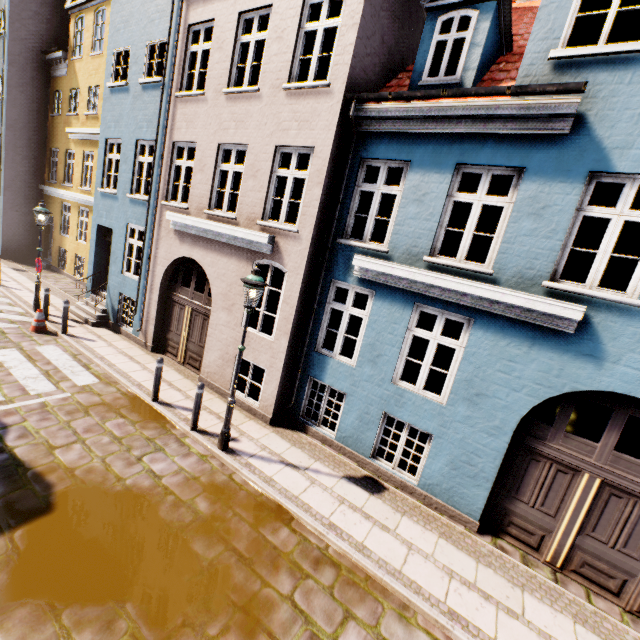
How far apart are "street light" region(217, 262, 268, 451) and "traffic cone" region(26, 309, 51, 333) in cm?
783

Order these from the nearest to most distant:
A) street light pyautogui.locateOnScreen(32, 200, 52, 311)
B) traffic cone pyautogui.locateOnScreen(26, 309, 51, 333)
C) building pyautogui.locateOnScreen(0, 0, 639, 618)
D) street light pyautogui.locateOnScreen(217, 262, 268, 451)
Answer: building pyautogui.locateOnScreen(0, 0, 639, 618), street light pyautogui.locateOnScreen(217, 262, 268, 451), traffic cone pyautogui.locateOnScreen(26, 309, 51, 333), street light pyautogui.locateOnScreen(32, 200, 52, 311)

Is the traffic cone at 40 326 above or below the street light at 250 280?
below

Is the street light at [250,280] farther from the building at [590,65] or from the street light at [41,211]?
the street light at [41,211]

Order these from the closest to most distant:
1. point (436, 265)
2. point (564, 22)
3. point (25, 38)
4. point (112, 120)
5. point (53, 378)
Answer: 1. point (564, 22)
2. point (436, 265)
3. point (53, 378)
4. point (112, 120)
5. point (25, 38)

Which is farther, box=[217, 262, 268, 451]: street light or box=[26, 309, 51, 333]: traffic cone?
box=[26, 309, 51, 333]: traffic cone

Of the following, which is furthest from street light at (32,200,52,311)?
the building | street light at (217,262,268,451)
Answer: street light at (217,262,268,451)

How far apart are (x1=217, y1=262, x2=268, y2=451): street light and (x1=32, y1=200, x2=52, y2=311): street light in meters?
9.5 m
